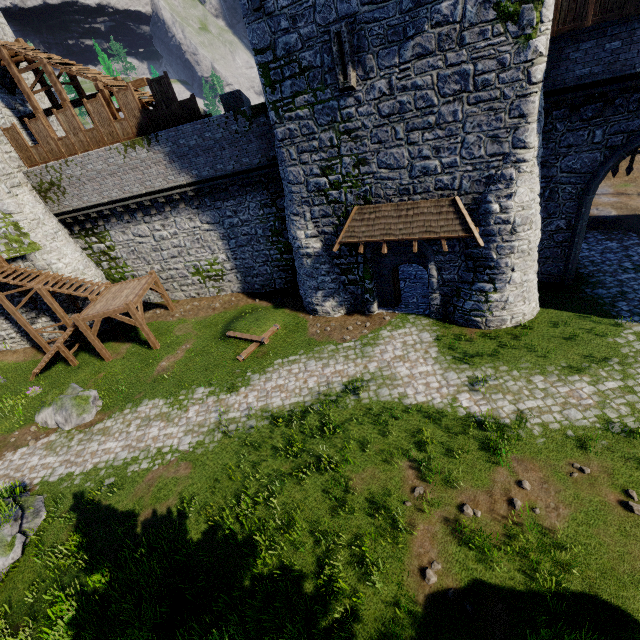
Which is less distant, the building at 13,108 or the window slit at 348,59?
the window slit at 348,59

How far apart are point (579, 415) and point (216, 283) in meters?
20.2

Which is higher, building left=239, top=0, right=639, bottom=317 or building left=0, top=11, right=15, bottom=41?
building left=0, top=11, right=15, bottom=41

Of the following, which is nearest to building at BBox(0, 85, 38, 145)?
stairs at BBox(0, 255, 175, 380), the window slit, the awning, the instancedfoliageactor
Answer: stairs at BBox(0, 255, 175, 380)

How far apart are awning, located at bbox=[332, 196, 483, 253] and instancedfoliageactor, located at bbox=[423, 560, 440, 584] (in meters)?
10.26

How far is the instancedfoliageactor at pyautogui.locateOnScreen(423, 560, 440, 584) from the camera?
7.8m

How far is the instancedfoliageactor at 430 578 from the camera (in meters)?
7.76

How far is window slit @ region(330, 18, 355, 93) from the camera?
10.80m
